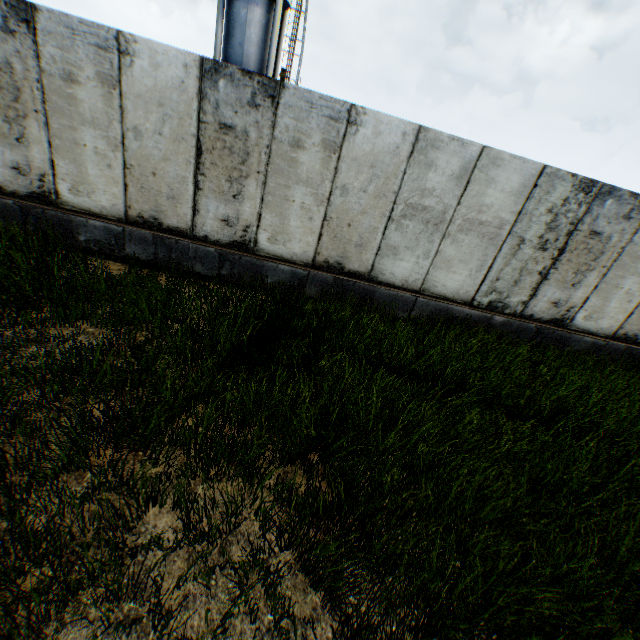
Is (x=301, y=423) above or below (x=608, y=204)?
below
